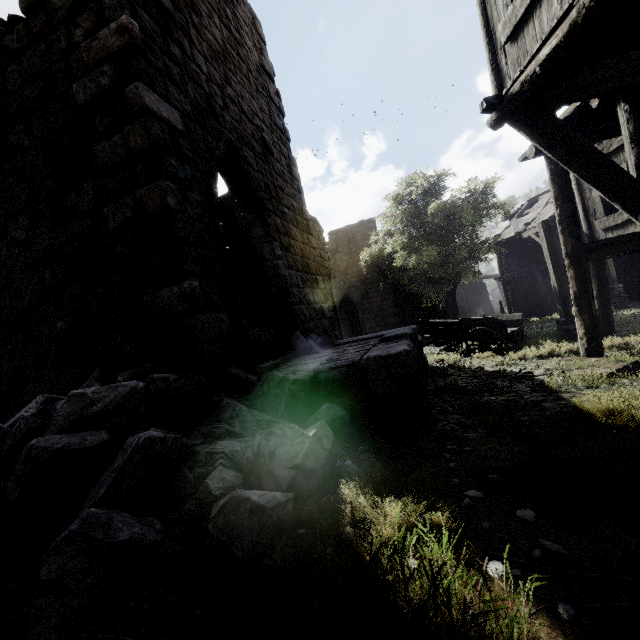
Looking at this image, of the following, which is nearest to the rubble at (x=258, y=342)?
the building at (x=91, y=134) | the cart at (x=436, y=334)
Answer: the building at (x=91, y=134)

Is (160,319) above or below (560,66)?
below

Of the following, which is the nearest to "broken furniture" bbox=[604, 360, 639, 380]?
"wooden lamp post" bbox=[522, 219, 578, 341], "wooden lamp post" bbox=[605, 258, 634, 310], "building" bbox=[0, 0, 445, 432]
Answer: "building" bbox=[0, 0, 445, 432]

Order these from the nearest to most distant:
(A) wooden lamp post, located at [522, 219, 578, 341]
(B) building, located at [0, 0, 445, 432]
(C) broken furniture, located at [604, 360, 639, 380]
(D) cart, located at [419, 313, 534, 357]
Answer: (B) building, located at [0, 0, 445, 432], (C) broken furniture, located at [604, 360, 639, 380], (D) cart, located at [419, 313, 534, 357], (A) wooden lamp post, located at [522, 219, 578, 341]

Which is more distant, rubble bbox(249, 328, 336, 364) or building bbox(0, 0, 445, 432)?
rubble bbox(249, 328, 336, 364)

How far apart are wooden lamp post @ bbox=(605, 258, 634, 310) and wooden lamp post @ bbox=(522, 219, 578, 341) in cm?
1018

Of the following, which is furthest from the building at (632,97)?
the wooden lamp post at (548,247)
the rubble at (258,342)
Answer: the wooden lamp post at (548,247)
